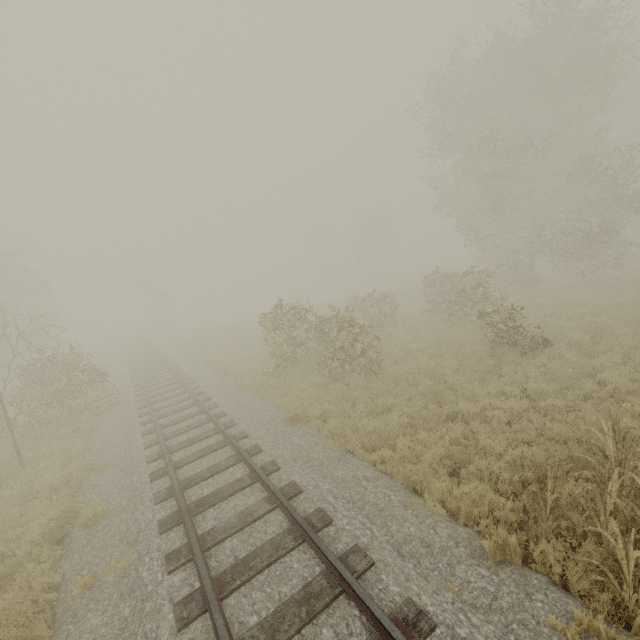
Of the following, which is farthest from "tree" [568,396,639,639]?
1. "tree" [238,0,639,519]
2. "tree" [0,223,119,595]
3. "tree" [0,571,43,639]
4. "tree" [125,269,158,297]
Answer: "tree" [125,269,158,297]

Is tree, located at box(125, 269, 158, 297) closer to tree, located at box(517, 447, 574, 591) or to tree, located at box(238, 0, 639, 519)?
tree, located at box(238, 0, 639, 519)

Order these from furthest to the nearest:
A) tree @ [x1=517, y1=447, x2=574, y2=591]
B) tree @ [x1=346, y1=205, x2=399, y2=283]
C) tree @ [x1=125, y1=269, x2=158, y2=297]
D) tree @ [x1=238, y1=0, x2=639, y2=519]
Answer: tree @ [x1=346, y1=205, x2=399, y2=283] → tree @ [x1=125, y1=269, x2=158, y2=297] → tree @ [x1=238, y1=0, x2=639, y2=519] → tree @ [x1=517, y1=447, x2=574, y2=591]

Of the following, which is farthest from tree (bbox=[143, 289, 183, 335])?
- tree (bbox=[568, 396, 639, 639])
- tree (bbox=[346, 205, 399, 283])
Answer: tree (bbox=[568, 396, 639, 639])

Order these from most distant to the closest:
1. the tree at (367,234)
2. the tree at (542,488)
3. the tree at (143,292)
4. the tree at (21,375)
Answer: the tree at (367,234) < the tree at (143,292) < the tree at (21,375) < the tree at (542,488)

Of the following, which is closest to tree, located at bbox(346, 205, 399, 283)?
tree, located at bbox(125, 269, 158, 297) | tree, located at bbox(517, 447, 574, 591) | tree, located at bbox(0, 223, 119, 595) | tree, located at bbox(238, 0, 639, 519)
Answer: tree, located at bbox(238, 0, 639, 519)

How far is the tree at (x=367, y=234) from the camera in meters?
49.4

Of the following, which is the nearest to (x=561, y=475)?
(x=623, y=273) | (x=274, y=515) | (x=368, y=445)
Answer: (x=368, y=445)
